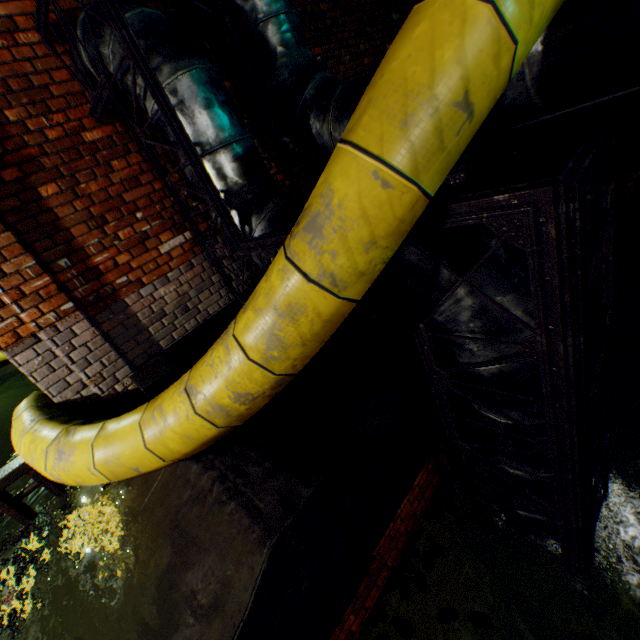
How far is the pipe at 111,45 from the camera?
2.2m

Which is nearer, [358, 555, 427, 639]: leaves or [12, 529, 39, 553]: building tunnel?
[358, 555, 427, 639]: leaves

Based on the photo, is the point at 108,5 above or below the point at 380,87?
above

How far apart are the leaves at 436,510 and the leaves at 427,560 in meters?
0.1 m

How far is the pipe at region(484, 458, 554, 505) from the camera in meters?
2.1 m
